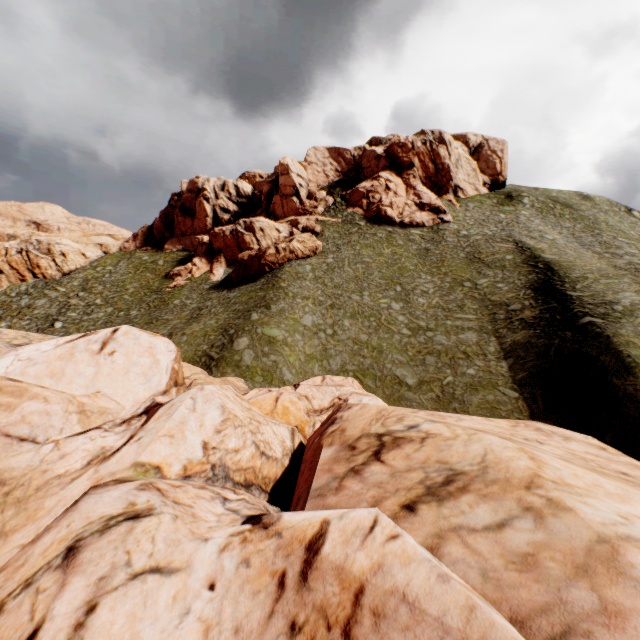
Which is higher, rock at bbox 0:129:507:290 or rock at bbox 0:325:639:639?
rock at bbox 0:129:507:290

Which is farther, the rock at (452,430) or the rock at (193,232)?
the rock at (193,232)

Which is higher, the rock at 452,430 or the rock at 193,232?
the rock at 193,232

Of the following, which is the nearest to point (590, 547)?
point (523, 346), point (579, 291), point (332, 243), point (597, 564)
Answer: point (597, 564)

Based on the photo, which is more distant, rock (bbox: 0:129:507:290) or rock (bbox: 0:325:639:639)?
rock (bbox: 0:129:507:290)
